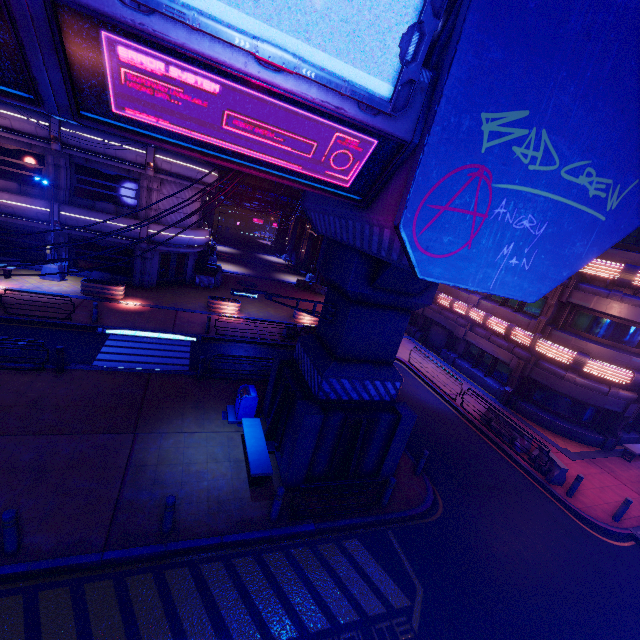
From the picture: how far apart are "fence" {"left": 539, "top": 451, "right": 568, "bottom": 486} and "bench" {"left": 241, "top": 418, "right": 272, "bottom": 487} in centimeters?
1188cm

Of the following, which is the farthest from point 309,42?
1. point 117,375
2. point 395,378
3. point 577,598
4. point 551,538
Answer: point 551,538

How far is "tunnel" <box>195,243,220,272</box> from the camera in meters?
31.6

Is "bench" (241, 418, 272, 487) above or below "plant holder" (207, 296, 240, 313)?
above

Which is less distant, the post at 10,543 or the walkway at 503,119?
the walkway at 503,119

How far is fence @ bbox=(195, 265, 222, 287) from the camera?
26.84m

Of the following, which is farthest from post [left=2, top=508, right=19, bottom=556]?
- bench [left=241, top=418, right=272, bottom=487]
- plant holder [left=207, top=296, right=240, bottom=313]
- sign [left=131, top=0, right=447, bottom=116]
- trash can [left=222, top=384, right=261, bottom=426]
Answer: plant holder [left=207, top=296, right=240, bottom=313]

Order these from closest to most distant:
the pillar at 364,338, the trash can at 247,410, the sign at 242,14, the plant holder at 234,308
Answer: the sign at 242,14 → the pillar at 364,338 → the trash can at 247,410 → the plant holder at 234,308
